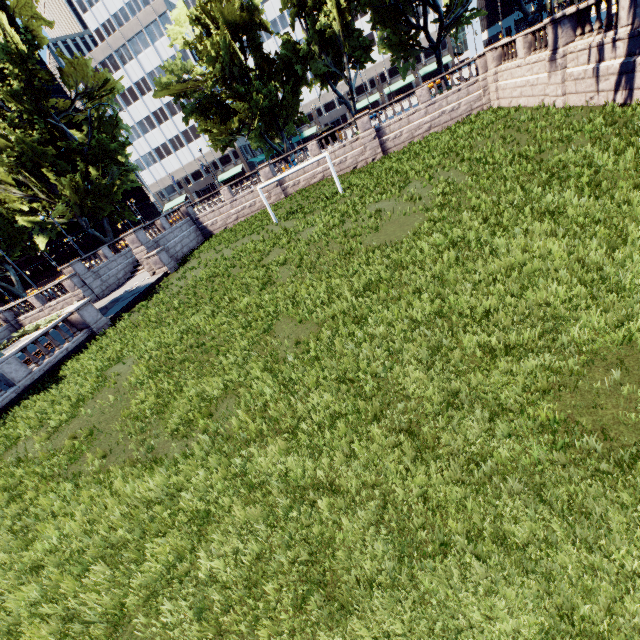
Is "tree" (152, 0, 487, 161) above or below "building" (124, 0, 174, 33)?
below

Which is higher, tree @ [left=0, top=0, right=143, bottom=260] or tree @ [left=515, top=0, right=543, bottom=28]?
tree @ [left=0, top=0, right=143, bottom=260]

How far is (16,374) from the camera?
16.1m

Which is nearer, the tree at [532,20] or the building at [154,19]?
the tree at [532,20]

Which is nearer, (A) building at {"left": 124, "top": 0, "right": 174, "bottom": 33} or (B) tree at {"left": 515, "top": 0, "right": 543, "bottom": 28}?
(B) tree at {"left": 515, "top": 0, "right": 543, "bottom": 28}
